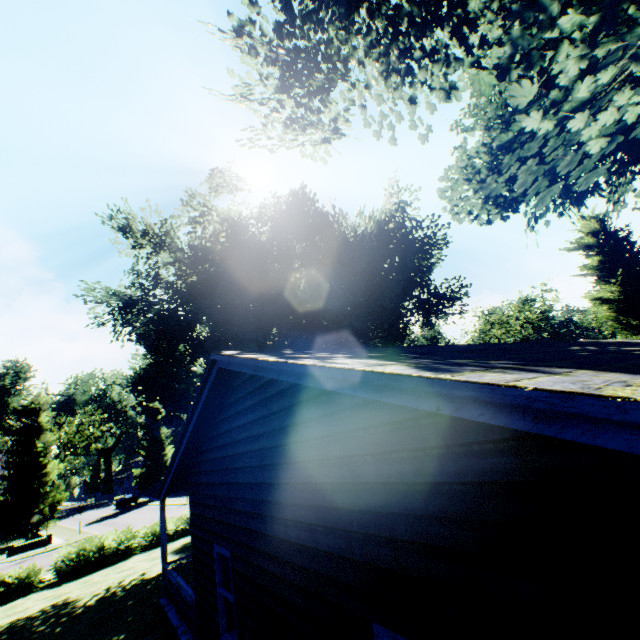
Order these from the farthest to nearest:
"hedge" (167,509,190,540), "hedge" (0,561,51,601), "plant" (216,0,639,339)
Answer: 1. "hedge" (167,509,190,540)
2. "hedge" (0,561,51,601)
3. "plant" (216,0,639,339)

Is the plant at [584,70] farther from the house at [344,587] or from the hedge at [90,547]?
the house at [344,587]

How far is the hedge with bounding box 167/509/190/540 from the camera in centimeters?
2050cm

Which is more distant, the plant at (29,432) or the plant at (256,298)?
the plant at (29,432)

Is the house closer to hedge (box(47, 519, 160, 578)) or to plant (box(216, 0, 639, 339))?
plant (box(216, 0, 639, 339))

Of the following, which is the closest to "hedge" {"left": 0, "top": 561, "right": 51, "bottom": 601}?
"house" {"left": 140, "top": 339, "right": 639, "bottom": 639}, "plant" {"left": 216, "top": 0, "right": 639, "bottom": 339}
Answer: "plant" {"left": 216, "top": 0, "right": 639, "bottom": 339}

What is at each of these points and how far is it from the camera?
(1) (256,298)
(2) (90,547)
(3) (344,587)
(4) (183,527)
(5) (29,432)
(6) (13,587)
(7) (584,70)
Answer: (1) plant, 22.5 meters
(2) hedge, 17.5 meters
(3) house, 3.2 meters
(4) hedge, 21.1 meters
(5) plant, 37.2 meters
(6) hedge, 15.3 meters
(7) plant, 7.1 meters
